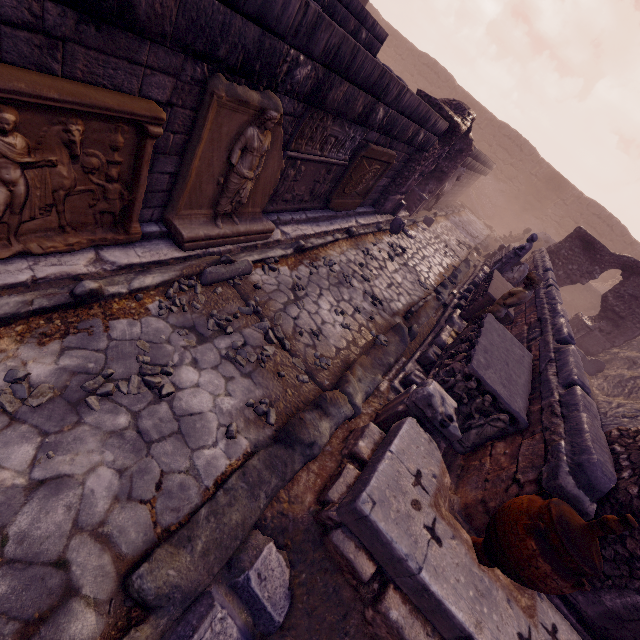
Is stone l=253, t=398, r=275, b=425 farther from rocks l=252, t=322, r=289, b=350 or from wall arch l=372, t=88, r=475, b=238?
wall arch l=372, t=88, r=475, b=238

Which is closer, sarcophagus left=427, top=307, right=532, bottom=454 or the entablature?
sarcophagus left=427, top=307, right=532, bottom=454

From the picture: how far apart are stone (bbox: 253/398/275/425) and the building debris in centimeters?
2041cm

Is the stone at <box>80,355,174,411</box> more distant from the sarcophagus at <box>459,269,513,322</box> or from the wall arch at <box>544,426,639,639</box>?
the sarcophagus at <box>459,269,513,322</box>

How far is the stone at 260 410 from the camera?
3.5m

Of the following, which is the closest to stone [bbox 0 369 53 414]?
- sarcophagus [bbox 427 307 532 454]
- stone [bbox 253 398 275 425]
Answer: stone [bbox 253 398 275 425]

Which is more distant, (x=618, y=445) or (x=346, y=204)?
(x=346, y=204)

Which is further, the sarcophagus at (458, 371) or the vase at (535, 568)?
the sarcophagus at (458, 371)
